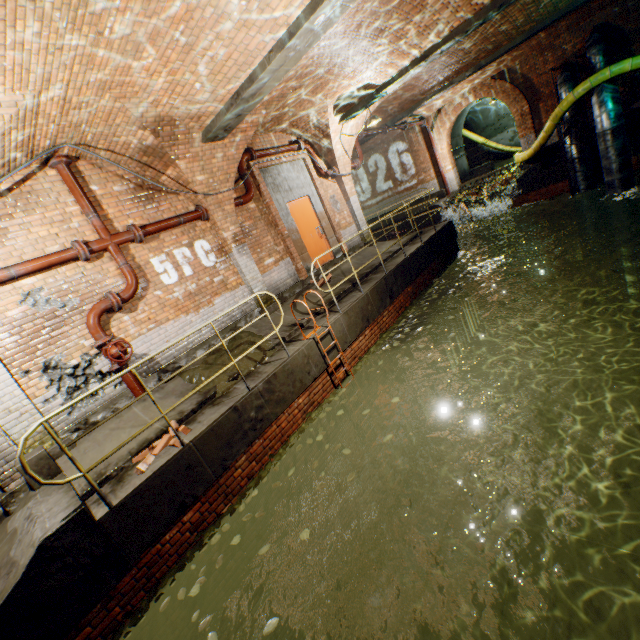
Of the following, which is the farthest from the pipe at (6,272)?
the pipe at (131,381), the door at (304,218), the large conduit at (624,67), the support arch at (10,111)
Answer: the large conduit at (624,67)

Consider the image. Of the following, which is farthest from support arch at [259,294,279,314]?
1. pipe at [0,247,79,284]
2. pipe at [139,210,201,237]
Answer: pipe at [0,247,79,284]

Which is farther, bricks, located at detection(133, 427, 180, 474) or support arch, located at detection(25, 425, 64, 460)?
support arch, located at detection(25, 425, 64, 460)

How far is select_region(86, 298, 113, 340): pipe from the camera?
5.6m

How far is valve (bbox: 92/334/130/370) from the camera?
5.5 meters

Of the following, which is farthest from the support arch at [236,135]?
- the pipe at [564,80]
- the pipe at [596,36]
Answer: the pipe at [564,80]

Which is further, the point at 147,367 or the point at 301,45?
the point at 147,367

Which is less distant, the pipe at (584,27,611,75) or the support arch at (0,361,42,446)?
the support arch at (0,361,42,446)
